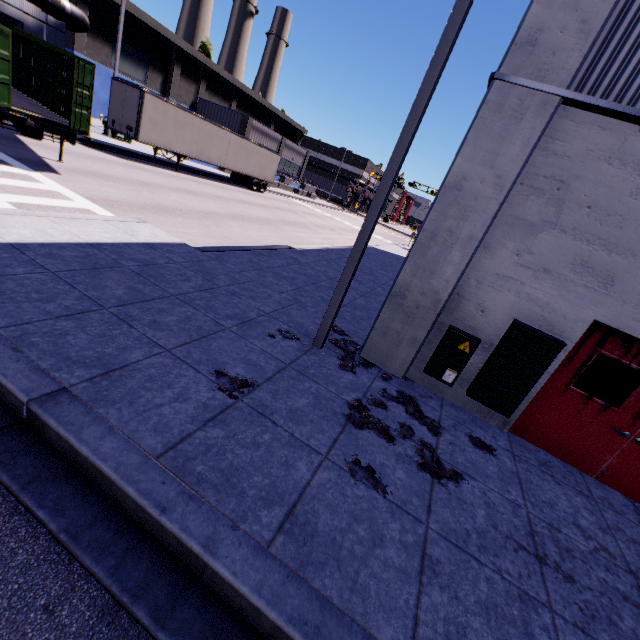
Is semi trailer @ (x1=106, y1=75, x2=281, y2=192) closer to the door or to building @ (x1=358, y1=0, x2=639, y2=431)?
building @ (x1=358, y1=0, x2=639, y2=431)

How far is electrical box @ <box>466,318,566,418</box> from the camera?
5.1 meters

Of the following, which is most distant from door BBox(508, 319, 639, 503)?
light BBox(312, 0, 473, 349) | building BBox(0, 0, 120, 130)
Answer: light BBox(312, 0, 473, 349)

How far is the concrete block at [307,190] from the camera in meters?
44.3 m

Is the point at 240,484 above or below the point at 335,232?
above

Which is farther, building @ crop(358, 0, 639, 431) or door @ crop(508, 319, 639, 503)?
door @ crop(508, 319, 639, 503)

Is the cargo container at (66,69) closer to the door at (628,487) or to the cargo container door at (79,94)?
the cargo container door at (79,94)

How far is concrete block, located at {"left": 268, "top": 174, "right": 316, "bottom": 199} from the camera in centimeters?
4434cm
